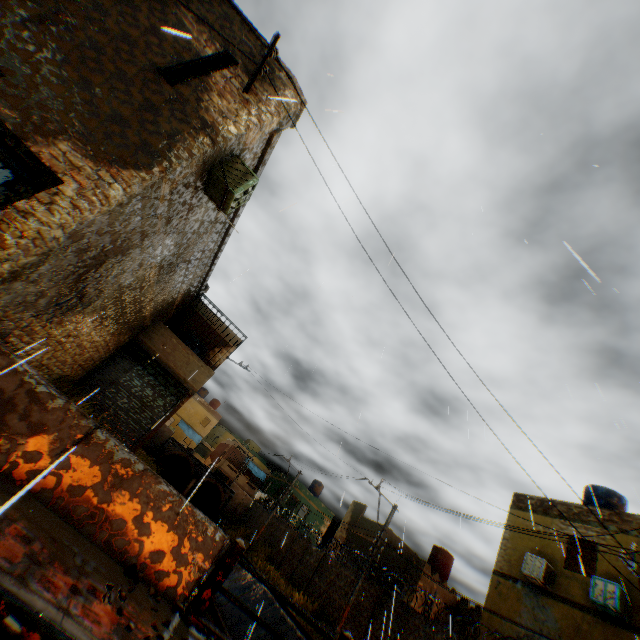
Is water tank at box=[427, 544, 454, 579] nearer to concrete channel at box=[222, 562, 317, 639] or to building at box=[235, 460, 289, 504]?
building at box=[235, 460, 289, 504]

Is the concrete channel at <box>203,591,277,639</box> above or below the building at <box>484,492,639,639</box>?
below

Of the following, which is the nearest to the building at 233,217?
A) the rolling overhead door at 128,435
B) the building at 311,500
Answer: the rolling overhead door at 128,435

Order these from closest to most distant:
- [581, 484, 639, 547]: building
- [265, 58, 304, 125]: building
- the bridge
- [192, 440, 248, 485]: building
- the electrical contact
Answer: the bridge
the electrical contact
[265, 58, 304, 125]: building
[581, 484, 639, 547]: building
[192, 440, 248, 485]: building

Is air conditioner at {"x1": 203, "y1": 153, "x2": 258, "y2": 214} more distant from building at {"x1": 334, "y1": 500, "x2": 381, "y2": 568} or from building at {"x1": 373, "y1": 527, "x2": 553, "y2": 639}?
building at {"x1": 334, "y1": 500, "x2": 381, "y2": 568}

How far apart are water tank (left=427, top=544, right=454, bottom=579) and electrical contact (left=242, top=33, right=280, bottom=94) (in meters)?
29.92

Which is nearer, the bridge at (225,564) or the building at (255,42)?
the bridge at (225,564)

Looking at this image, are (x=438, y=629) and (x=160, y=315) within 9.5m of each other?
no
